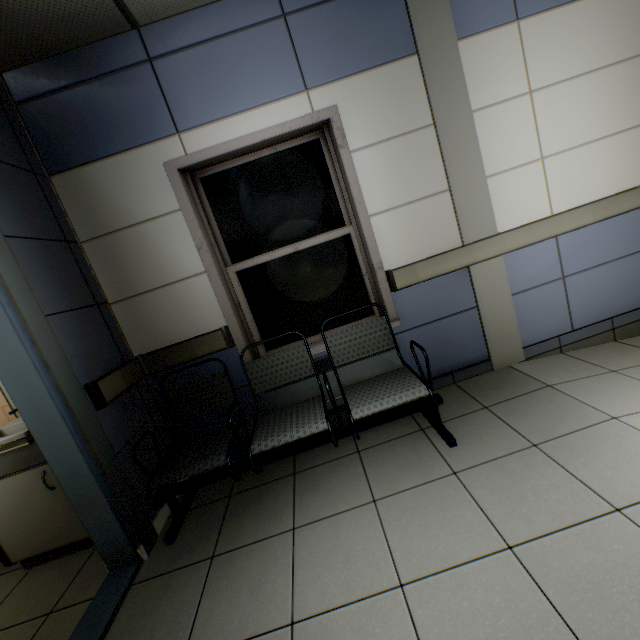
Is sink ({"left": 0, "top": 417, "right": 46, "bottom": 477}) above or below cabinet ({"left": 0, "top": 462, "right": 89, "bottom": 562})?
above

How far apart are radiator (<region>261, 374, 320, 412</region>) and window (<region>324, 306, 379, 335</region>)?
0.21m

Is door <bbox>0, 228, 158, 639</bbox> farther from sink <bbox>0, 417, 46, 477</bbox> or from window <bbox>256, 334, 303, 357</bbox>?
window <bbox>256, 334, 303, 357</bbox>

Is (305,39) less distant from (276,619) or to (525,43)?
(525,43)

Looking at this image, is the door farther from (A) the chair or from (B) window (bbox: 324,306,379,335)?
(B) window (bbox: 324,306,379,335)

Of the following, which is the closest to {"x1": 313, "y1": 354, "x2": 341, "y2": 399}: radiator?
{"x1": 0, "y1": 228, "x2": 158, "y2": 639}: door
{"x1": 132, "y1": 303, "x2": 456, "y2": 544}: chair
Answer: {"x1": 132, "y1": 303, "x2": 456, "y2": 544}: chair

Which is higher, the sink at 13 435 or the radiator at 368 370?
the sink at 13 435

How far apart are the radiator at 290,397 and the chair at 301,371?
0.1m
